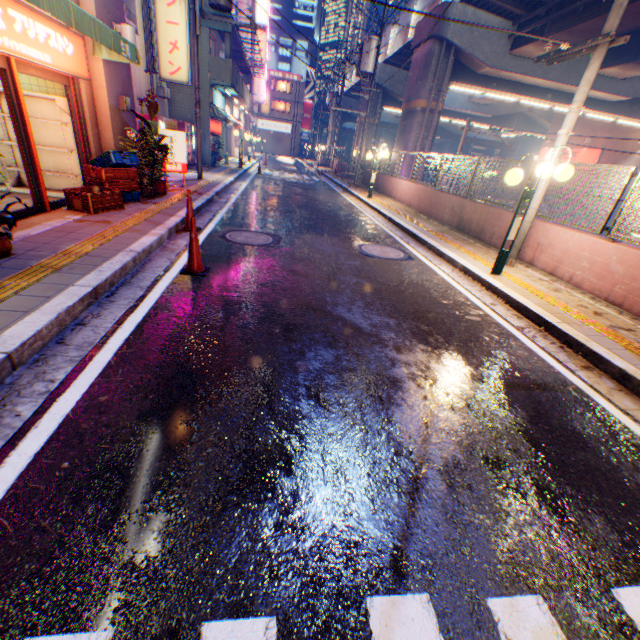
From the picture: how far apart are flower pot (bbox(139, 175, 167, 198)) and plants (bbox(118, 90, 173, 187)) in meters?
0.8 m

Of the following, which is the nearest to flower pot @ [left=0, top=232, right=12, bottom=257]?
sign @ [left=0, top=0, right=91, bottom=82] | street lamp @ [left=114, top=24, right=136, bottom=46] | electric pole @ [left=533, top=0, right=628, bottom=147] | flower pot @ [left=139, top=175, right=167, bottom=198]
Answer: sign @ [left=0, top=0, right=91, bottom=82]

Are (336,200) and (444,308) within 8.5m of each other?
no

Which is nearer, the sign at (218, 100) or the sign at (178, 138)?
the sign at (178, 138)

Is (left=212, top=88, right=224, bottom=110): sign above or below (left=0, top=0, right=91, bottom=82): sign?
above

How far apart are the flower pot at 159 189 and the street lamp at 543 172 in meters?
8.4 m

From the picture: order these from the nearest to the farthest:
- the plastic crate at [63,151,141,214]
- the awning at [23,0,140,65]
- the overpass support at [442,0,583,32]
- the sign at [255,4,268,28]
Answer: the awning at [23,0,140,65], the plastic crate at [63,151,141,214], the overpass support at [442,0,583,32], the sign at [255,4,268,28]

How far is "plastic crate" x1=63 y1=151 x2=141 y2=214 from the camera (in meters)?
6.45
